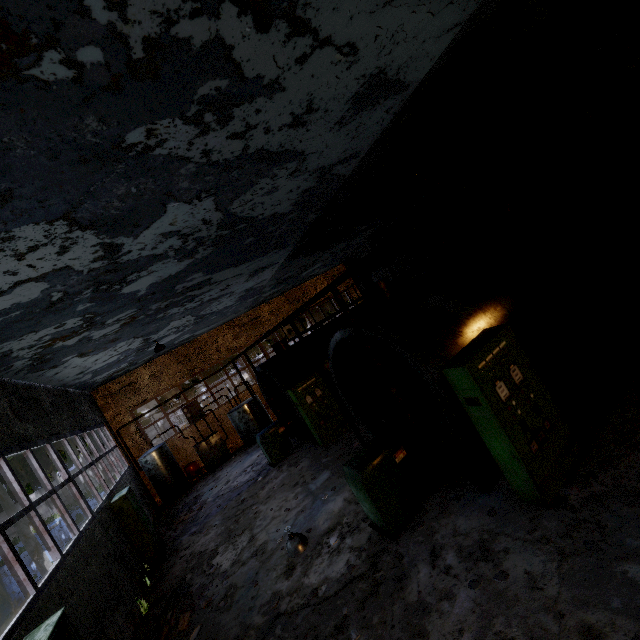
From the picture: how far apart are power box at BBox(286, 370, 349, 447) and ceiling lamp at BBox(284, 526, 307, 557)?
4.25m

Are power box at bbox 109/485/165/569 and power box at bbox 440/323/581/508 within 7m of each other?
no

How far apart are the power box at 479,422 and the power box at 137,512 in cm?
1061

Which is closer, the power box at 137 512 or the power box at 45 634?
the power box at 45 634

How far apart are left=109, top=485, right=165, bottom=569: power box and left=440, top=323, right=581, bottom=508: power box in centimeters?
1061cm

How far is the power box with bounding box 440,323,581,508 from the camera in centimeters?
472cm

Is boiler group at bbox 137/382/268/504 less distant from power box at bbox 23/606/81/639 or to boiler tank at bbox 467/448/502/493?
boiler tank at bbox 467/448/502/493

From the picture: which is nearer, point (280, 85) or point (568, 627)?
point (568, 627)
